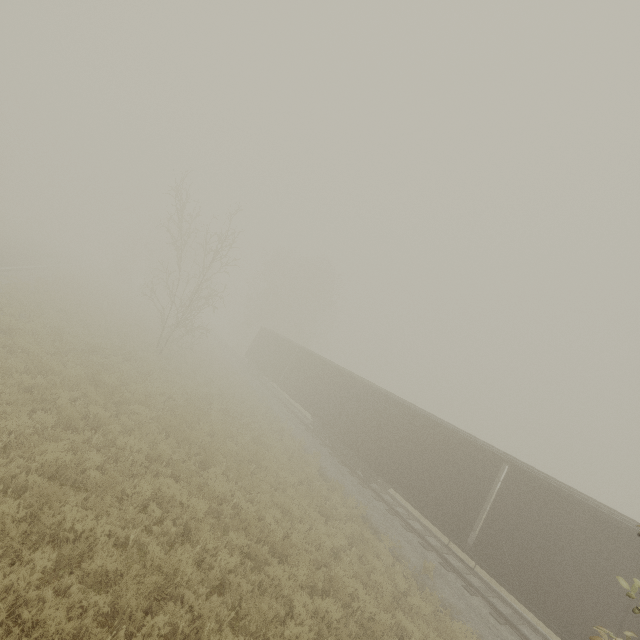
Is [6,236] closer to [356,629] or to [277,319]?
[277,319]

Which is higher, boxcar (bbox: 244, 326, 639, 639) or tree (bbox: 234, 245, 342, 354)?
tree (bbox: 234, 245, 342, 354)

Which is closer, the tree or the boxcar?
the boxcar

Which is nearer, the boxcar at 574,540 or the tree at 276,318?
the boxcar at 574,540

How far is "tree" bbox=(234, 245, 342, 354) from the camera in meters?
46.0

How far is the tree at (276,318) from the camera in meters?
46.0 m
